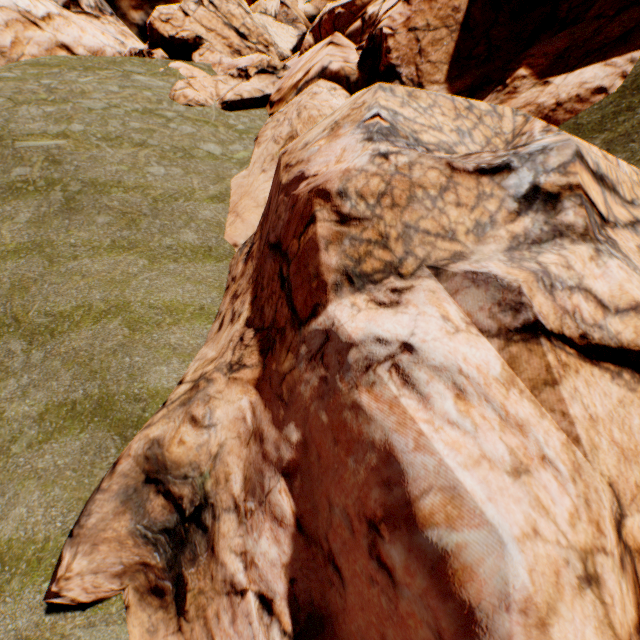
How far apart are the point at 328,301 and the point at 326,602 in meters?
4.2
